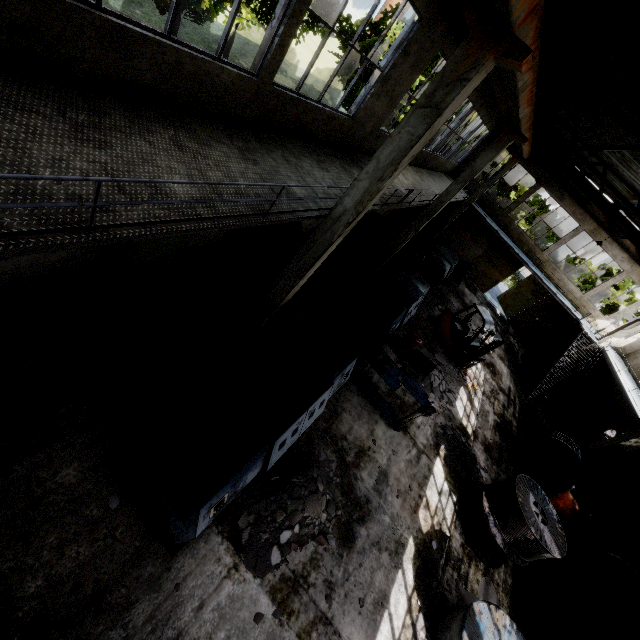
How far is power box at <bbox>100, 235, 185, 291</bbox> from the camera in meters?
6.7

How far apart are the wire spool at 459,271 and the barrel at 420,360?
9.83m

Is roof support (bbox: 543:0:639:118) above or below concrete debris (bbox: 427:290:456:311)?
above

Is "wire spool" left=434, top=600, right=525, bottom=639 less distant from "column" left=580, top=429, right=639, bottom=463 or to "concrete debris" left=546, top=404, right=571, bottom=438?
"column" left=580, top=429, right=639, bottom=463

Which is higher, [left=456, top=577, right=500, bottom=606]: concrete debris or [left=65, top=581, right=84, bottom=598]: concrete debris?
[left=65, top=581, right=84, bottom=598]: concrete debris

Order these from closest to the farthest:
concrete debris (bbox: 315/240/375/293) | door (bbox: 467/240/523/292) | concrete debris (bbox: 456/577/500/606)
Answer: concrete debris (bbox: 456/577/500/606), concrete debris (bbox: 315/240/375/293), door (bbox: 467/240/523/292)

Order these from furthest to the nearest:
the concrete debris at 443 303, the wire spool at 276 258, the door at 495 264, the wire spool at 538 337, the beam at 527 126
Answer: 1. the door at 495 264
2. the wire spool at 538 337
3. the concrete debris at 443 303
4. the wire spool at 276 258
5. the beam at 527 126

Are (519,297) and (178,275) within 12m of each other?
no
